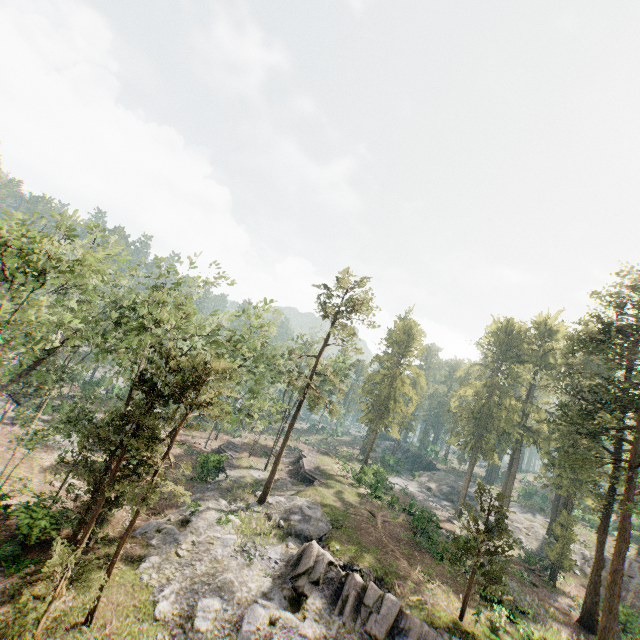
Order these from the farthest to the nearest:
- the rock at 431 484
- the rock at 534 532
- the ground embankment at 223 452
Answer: the rock at 431 484
the rock at 534 532
the ground embankment at 223 452

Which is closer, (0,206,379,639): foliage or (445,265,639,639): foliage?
(0,206,379,639): foliage

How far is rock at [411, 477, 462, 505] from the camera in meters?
52.8

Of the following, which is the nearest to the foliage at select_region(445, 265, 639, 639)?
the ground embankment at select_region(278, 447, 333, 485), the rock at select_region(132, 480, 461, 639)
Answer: the rock at select_region(132, 480, 461, 639)

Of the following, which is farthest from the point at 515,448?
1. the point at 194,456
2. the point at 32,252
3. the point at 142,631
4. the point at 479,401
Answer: the point at 32,252

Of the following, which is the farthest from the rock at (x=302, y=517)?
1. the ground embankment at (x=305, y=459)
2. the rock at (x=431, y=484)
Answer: the rock at (x=431, y=484)

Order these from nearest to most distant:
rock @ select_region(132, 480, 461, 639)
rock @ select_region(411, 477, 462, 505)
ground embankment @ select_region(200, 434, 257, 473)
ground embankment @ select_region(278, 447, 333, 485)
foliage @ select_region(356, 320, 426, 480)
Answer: rock @ select_region(132, 480, 461, 639), ground embankment @ select_region(200, 434, 257, 473), ground embankment @ select_region(278, 447, 333, 485), foliage @ select_region(356, 320, 426, 480), rock @ select_region(411, 477, 462, 505)
